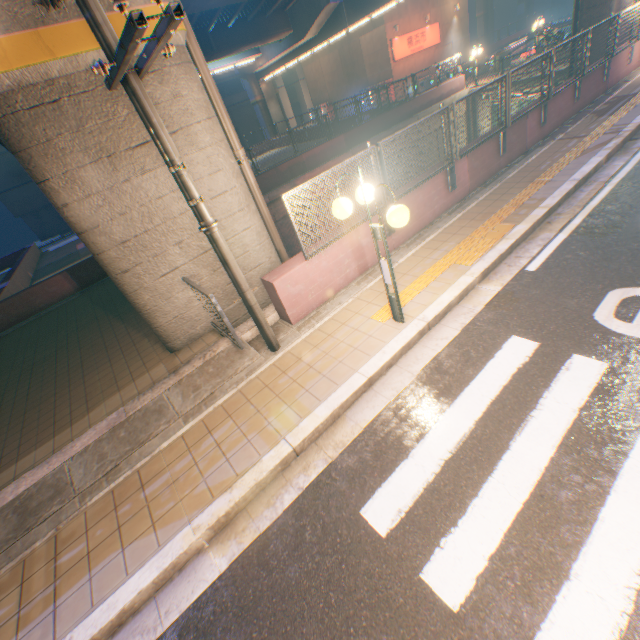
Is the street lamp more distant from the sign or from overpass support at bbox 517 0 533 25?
overpass support at bbox 517 0 533 25

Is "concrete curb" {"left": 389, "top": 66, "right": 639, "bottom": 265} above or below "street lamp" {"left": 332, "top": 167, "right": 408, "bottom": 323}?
below

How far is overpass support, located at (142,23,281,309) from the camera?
5.1m

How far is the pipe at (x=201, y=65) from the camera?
5.52m

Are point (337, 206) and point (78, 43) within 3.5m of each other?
no

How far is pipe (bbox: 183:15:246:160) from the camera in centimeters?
552cm

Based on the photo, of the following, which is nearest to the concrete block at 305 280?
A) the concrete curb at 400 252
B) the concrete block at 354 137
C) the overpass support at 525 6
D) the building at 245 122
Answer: the concrete curb at 400 252

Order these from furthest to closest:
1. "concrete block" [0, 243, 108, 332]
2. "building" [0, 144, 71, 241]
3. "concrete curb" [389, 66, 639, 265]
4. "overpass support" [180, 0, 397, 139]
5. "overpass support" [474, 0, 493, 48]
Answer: "overpass support" [474, 0, 493, 48] → "building" [0, 144, 71, 241] → "overpass support" [180, 0, 397, 139] → "concrete block" [0, 243, 108, 332] → "concrete curb" [389, 66, 639, 265]
